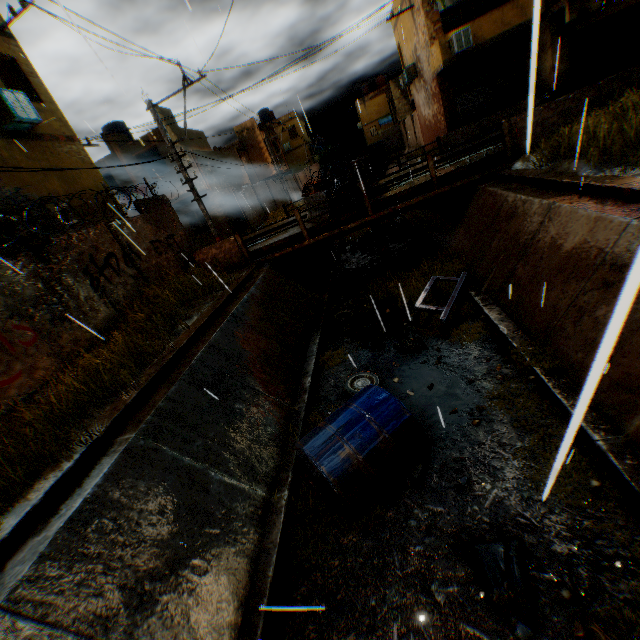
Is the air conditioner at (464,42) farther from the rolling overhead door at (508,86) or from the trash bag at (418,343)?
the trash bag at (418,343)

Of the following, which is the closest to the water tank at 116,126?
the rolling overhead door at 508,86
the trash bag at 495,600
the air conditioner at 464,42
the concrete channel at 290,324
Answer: the concrete channel at 290,324

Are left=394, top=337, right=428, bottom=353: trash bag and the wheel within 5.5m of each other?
yes

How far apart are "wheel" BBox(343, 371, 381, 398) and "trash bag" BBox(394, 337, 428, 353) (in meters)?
0.95

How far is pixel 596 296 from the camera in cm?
510

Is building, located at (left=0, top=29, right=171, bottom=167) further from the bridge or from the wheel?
the wheel

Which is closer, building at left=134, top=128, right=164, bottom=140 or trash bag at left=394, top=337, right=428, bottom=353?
trash bag at left=394, top=337, right=428, bottom=353

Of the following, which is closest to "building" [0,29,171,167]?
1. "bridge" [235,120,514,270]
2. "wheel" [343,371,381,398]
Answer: "bridge" [235,120,514,270]
